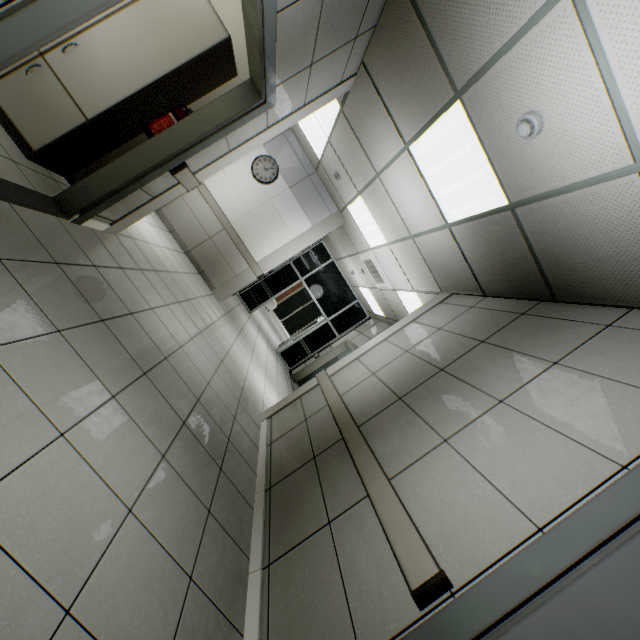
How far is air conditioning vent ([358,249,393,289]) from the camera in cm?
677

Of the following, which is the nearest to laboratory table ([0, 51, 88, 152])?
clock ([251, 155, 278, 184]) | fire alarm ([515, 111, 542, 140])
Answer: fire alarm ([515, 111, 542, 140])

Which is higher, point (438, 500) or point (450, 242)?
point (450, 242)

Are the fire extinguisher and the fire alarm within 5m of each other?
yes

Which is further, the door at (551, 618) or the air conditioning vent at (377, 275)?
the air conditioning vent at (377, 275)

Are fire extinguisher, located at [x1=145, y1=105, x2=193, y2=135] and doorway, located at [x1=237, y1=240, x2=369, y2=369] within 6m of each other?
no

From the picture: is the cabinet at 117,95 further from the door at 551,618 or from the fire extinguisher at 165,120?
the door at 551,618

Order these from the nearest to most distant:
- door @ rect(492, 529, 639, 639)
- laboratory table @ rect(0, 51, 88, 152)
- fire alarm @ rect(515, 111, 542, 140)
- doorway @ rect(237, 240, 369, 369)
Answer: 1. door @ rect(492, 529, 639, 639)
2. fire alarm @ rect(515, 111, 542, 140)
3. laboratory table @ rect(0, 51, 88, 152)
4. doorway @ rect(237, 240, 369, 369)
